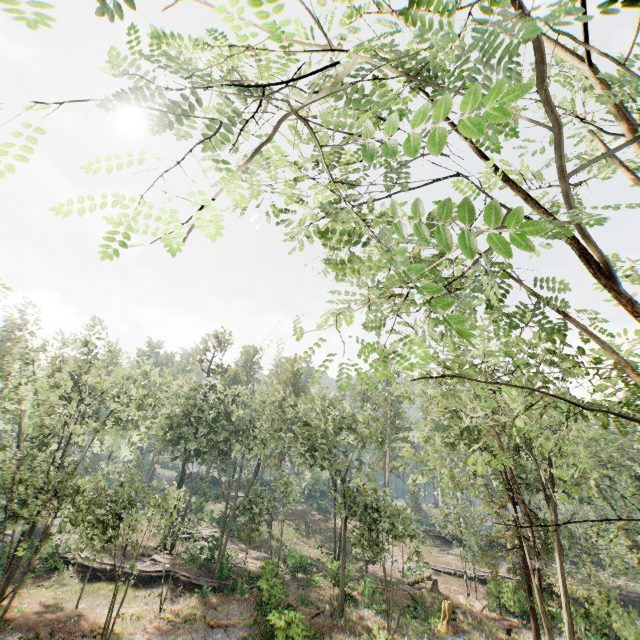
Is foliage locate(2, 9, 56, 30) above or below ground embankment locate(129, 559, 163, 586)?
above

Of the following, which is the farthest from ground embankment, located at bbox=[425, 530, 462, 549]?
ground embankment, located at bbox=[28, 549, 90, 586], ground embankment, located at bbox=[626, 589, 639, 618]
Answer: ground embankment, located at bbox=[28, 549, 90, 586]

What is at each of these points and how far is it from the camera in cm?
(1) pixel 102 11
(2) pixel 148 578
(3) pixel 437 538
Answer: (1) foliage, 131
(2) ground embankment, 2856
(3) ground embankment, 5025

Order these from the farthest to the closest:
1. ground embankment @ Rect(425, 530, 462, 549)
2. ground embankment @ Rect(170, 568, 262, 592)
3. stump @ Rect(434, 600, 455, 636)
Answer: ground embankment @ Rect(425, 530, 462, 549) → ground embankment @ Rect(170, 568, 262, 592) → stump @ Rect(434, 600, 455, 636)

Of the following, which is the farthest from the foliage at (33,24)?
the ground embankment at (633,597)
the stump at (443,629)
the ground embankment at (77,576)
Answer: the stump at (443,629)

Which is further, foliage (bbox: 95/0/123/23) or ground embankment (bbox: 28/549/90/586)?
ground embankment (bbox: 28/549/90/586)

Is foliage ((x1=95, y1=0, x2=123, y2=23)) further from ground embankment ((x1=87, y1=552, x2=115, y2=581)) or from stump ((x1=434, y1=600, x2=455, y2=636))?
stump ((x1=434, y1=600, x2=455, y2=636))

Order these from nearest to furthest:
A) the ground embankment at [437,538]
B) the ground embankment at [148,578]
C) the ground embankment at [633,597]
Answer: the ground embankment at [148,578], the ground embankment at [633,597], the ground embankment at [437,538]
